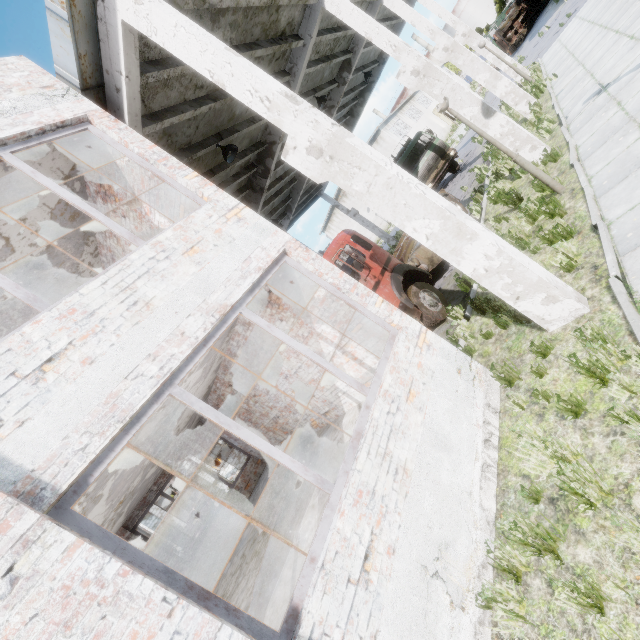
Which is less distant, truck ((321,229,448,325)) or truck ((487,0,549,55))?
truck ((321,229,448,325))

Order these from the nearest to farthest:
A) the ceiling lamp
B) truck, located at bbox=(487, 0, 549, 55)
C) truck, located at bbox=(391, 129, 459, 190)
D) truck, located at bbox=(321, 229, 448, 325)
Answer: truck, located at bbox=(321, 229, 448, 325), the ceiling lamp, truck, located at bbox=(391, 129, 459, 190), truck, located at bbox=(487, 0, 549, 55)

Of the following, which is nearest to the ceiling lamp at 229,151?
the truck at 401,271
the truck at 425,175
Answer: the truck at 401,271

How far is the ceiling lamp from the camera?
8.8 meters

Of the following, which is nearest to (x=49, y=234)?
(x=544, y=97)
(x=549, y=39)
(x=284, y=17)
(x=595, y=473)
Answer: (x=284, y=17)

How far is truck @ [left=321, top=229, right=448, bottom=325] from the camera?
8.00m

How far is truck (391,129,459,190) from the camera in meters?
20.0

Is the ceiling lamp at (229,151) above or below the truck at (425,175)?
above
